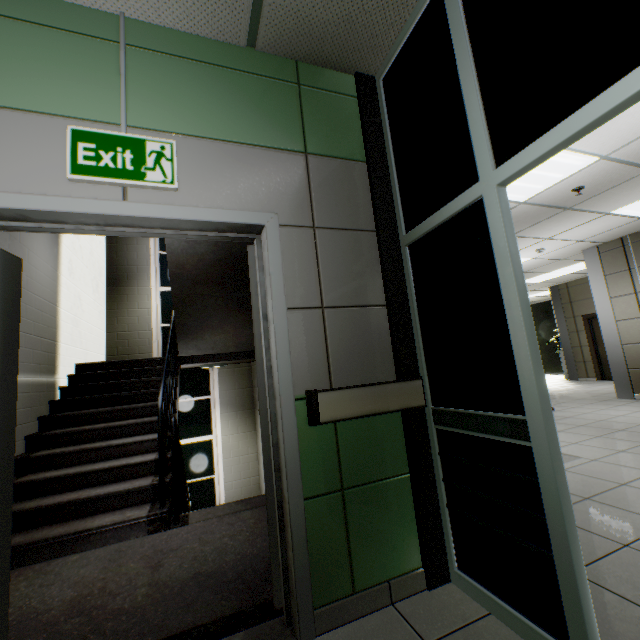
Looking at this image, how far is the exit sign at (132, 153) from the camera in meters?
1.5 m

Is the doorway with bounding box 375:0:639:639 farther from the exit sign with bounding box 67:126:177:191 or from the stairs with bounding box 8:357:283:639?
the exit sign with bounding box 67:126:177:191

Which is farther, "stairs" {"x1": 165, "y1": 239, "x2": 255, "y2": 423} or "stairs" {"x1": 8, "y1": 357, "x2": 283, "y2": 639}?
"stairs" {"x1": 165, "y1": 239, "x2": 255, "y2": 423}

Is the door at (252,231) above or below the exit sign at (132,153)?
below

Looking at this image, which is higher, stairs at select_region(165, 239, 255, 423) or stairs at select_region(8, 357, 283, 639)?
stairs at select_region(165, 239, 255, 423)

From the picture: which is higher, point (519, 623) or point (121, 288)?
point (121, 288)

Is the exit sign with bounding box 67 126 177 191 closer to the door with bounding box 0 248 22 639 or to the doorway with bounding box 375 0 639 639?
the door with bounding box 0 248 22 639
